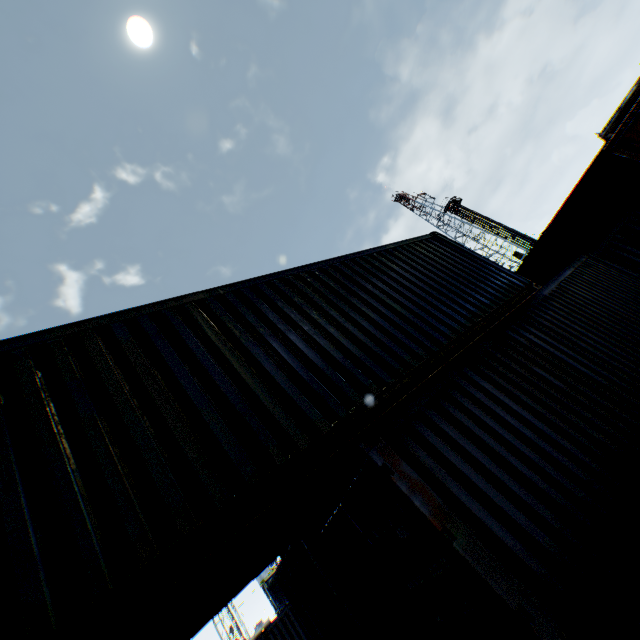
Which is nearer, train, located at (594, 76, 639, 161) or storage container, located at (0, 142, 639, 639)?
storage container, located at (0, 142, 639, 639)

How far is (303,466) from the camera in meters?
3.0 m

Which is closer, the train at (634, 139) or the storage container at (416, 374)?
the storage container at (416, 374)
